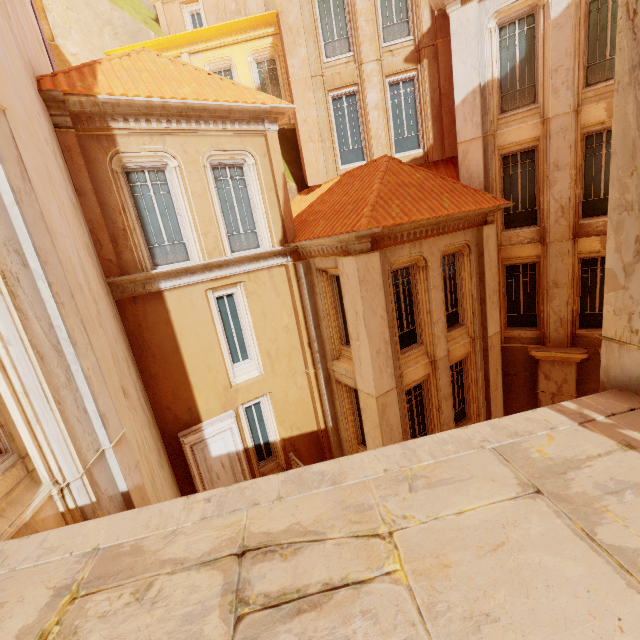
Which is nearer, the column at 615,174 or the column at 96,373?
the column at 615,174

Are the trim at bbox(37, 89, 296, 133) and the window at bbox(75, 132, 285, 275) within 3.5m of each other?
yes

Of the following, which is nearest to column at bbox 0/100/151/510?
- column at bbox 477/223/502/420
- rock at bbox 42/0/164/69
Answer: column at bbox 477/223/502/420

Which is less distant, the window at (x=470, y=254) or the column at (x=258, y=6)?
the window at (x=470, y=254)

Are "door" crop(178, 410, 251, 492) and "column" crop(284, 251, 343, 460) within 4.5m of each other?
yes

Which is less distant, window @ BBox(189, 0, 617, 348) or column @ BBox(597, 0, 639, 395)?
column @ BBox(597, 0, 639, 395)

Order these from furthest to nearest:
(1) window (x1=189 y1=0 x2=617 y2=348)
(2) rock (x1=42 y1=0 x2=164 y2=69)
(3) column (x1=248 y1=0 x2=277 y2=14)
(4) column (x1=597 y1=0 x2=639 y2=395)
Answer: (3) column (x1=248 y1=0 x2=277 y2=14) < (2) rock (x1=42 y1=0 x2=164 y2=69) < (1) window (x1=189 y1=0 x2=617 y2=348) < (4) column (x1=597 y1=0 x2=639 y2=395)

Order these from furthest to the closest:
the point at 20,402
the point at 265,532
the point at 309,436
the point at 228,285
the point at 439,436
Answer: the point at 309,436, the point at 228,285, the point at 20,402, the point at 439,436, the point at 265,532
